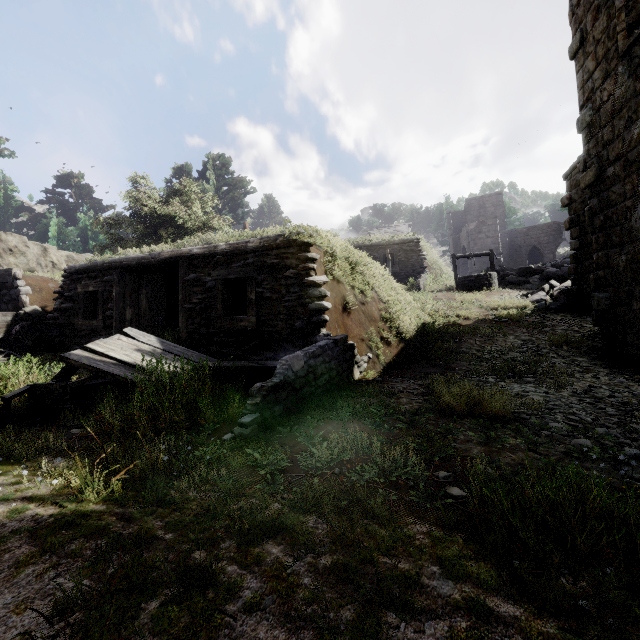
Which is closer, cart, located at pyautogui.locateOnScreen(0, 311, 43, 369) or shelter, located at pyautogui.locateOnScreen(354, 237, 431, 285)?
cart, located at pyautogui.locateOnScreen(0, 311, 43, 369)

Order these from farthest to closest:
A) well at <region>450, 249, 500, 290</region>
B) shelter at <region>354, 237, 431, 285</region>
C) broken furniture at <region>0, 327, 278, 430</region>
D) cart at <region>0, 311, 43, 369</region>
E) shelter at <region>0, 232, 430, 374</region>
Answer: shelter at <region>354, 237, 431, 285</region>, well at <region>450, 249, 500, 290</region>, cart at <region>0, 311, 43, 369</region>, shelter at <region>0, 232, 430, 374</region>, broken furniture at <region>0, 327, 278, 430</region>

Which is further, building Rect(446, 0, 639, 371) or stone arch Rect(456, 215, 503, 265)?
stone arch Rect(456, 215, 503, 265)

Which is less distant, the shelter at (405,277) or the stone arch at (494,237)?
the shelter at (405,277)

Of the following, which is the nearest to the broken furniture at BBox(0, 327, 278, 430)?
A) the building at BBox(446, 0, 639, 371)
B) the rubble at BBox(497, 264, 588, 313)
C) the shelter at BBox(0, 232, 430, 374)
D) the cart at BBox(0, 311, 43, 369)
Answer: the shelter at BBox(0, 232, 430, 374)

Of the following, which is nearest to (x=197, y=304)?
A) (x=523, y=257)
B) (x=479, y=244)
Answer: (x=479, y=244)

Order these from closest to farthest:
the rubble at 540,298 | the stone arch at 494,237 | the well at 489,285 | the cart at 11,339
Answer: the cart at 11,339, the rubble at 540,298, the well at 489,285, the stone arch at 494,237

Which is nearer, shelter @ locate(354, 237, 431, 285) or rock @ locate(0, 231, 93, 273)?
rock @ locate(0, 231, 93, 273)
